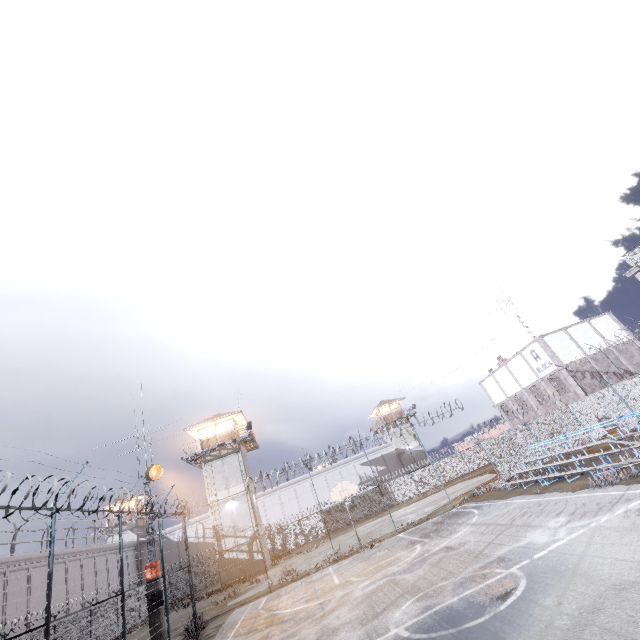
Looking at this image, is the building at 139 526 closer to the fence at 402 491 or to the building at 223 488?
the fence at 402 491

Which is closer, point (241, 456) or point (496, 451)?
point (496, 451)

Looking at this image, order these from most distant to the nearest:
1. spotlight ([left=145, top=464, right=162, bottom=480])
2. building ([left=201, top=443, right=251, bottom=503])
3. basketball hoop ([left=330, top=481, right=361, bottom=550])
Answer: building ([left=201, top=443, right=251, bottom=503])
spotlight ([left=145, top=464, right=162, bottom=480])
basketball hoop ([left=330, top=481, right=361, bottom=550])

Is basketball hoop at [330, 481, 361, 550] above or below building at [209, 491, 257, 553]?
below

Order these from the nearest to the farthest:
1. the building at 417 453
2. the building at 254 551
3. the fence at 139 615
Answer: the fence at 139 615
the building at 254 551
the building at 417 453

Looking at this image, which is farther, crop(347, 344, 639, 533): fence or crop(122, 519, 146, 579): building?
crop(122, 519, 146, 579): building

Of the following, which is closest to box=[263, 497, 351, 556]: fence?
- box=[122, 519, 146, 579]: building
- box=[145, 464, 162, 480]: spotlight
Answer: box=[145, 464, 162, 480]: spotlight

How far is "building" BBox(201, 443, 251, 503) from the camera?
31.9 meters
